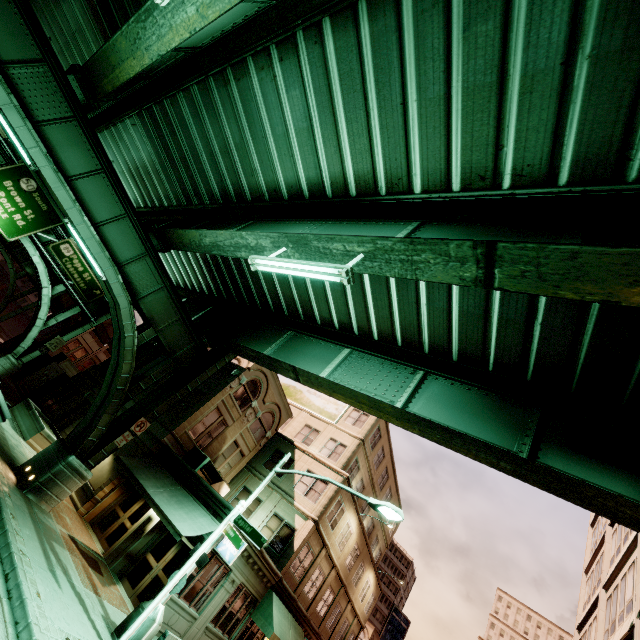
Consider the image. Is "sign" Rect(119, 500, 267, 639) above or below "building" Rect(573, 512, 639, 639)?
below

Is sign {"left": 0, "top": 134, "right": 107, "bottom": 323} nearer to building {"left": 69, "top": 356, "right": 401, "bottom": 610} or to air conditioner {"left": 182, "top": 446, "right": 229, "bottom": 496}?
building {"left": 69, "top": 356, "right": 401, "bottom": 610}

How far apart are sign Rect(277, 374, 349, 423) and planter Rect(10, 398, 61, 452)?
16.5m

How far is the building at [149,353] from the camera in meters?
26.3 m

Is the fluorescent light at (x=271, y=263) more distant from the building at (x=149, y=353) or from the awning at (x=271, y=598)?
the awning at (x=271, y=598)

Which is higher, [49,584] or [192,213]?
[192,213]

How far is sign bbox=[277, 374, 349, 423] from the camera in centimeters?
2833cm

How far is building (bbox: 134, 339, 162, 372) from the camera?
26.3 meters
